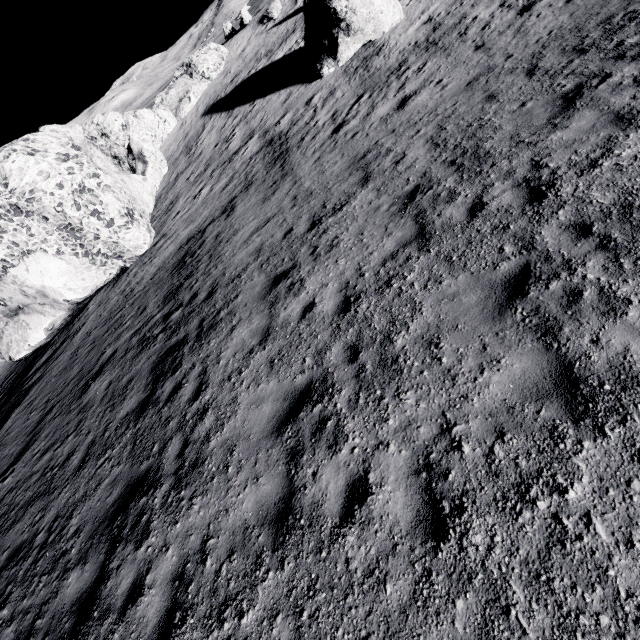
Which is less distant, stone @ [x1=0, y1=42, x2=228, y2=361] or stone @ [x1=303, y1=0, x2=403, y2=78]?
stone @ [x1=0, y1=42, x2=228, y2=361]

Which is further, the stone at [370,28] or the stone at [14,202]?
the stone at [370,28]

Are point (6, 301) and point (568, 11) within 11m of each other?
no
